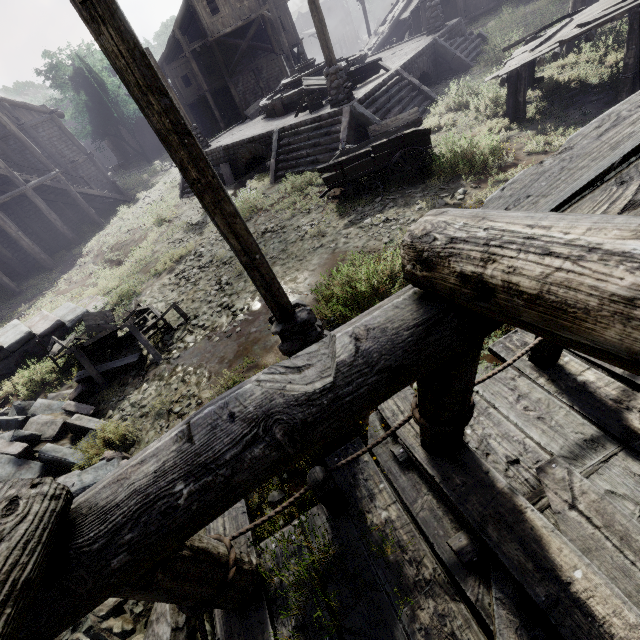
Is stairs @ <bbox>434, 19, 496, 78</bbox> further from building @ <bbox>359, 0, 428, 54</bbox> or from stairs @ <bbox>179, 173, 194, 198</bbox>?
building @ <bbox>359, 0, 428, 54</bbox>

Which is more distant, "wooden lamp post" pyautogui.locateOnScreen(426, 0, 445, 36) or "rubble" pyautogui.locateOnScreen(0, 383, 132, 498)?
"wooden lamp post" pyautogui.locateOnScreen(426, 0, 445, 36)

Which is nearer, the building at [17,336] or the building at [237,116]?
the building at [17,336]

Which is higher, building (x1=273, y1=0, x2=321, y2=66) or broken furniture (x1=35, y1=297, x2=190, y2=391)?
building (x1=273, y1=0, x2=321, y2=66)

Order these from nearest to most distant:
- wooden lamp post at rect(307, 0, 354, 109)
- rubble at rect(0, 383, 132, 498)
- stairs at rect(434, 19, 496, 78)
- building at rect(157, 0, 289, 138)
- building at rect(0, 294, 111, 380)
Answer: rubble at rect(0, 383, 132, 498), building at rect(0, 294, 111, 380), wooden lamp post at rect(307, 0, 354, 109), stairs at rect(434, 19, 496, 78), building at rect(157, 0, 289, 138)

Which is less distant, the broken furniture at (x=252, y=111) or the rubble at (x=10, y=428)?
the rubble at (x=10, y=428)

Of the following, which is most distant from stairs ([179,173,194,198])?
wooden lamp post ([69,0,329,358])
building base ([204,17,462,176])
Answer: wooden lamp post ([69,0,329,358])

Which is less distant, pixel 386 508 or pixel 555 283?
pixel 555 283
